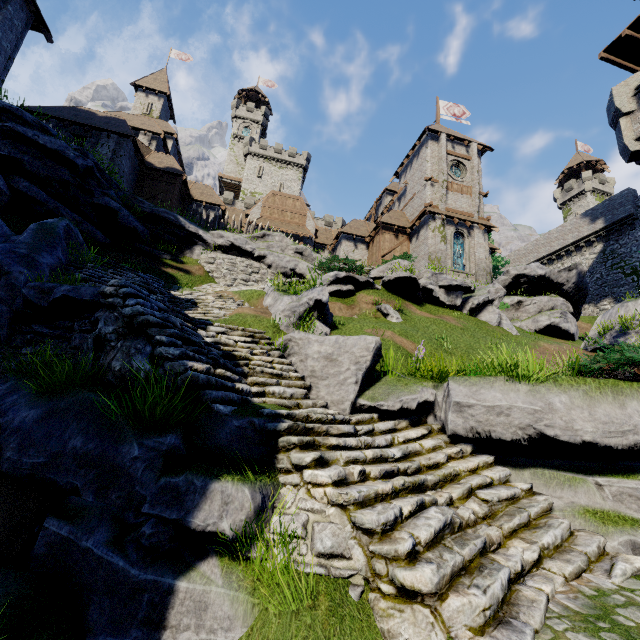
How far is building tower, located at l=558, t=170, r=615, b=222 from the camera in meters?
55.2

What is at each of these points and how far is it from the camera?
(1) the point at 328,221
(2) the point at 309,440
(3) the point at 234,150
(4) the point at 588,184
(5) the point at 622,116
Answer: (1) building tower, 48.7m
(2) stairs, 4.3m
(3) building tower, 57.7m
(4) building tower, 55.2m
(5) building tower, 15.9m

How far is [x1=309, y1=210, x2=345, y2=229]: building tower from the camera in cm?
4866

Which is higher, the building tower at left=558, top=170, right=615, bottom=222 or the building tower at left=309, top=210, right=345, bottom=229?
the building tower at left=558, top=170, right=615, bottom=222

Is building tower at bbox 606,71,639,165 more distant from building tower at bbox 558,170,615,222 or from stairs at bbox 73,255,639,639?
building tower at bbox 558,170,615,222

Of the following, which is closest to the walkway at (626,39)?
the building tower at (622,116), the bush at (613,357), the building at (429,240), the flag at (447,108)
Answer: the building tower at (622,116)

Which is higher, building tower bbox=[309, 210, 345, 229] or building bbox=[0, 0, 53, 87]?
building tower bbox=[309, 210, 345, 229]

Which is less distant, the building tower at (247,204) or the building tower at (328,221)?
the building tower at (247,204)
